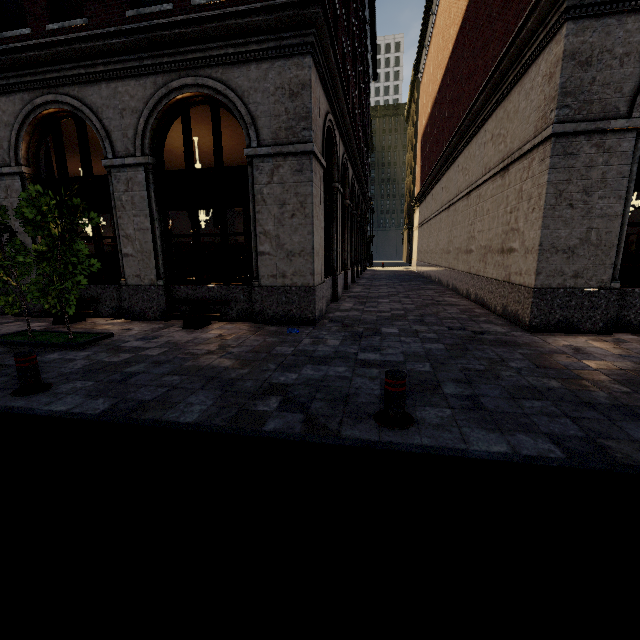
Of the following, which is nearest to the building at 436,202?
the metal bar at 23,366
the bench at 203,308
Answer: the bench at 203,308

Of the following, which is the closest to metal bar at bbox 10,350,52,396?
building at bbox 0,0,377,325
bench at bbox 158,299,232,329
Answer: bench at bbox 158,299,232,329

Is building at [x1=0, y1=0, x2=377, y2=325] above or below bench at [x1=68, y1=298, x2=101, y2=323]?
above

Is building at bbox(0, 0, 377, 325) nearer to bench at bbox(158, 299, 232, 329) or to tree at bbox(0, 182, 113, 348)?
bench at bbox(158, 299, 232, 329)

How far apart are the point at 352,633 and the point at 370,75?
40.05m

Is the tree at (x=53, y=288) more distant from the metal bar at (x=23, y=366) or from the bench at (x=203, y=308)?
the metal bar at (x=23, y=366)

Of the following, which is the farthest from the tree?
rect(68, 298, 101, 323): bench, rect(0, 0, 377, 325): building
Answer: rect(0, 0, 377, 325): building

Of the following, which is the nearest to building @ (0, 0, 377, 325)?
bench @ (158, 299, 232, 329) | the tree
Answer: bench @ (158, 299, 232, 329)
